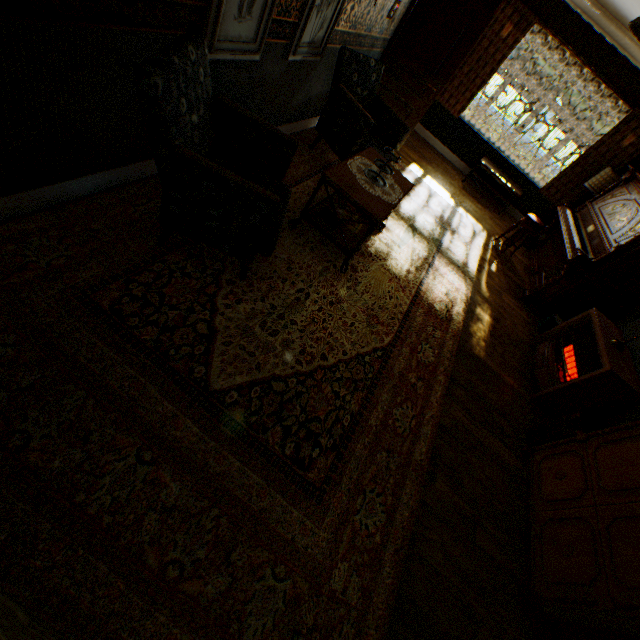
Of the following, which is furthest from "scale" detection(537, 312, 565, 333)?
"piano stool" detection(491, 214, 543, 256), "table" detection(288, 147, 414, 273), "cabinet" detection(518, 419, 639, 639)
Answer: "table" detection(288, 147, 414, 273)

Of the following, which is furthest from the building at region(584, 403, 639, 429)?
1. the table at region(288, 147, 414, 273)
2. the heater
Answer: the table at region(288, 147, 414, 273)

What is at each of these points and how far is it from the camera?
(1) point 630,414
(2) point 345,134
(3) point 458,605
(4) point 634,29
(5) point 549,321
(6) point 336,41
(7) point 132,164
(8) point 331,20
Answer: (1) building, 3.3m
(2) chair, 4.0m
(3) building, 2.2m
(4) ceiling light, 2.1m
(5) scale, 5.0m
(6) building, 3.9m
(7) building, 2.6m
(8) picture frame, 3.5m

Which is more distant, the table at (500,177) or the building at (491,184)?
the building at (491,184)

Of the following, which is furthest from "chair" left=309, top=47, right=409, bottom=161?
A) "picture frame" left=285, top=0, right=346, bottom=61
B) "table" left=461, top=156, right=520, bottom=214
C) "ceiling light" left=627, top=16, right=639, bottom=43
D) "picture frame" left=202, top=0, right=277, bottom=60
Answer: "table" left=461, top=156, right=520, bottom=214

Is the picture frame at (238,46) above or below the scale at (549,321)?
above

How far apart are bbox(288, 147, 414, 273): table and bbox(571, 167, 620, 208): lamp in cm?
506

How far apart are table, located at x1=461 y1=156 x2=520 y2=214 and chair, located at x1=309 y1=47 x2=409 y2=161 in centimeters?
349cm
